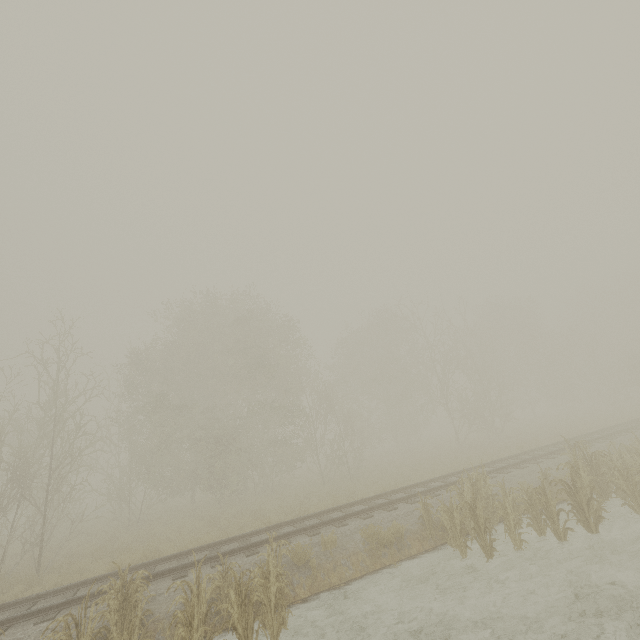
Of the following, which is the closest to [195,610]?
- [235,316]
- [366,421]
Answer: [235,316]

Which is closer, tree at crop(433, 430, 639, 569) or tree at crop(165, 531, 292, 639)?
tree at crop(165, 531, 292, 639)

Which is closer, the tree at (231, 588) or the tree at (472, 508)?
the tree at (231, 588)
